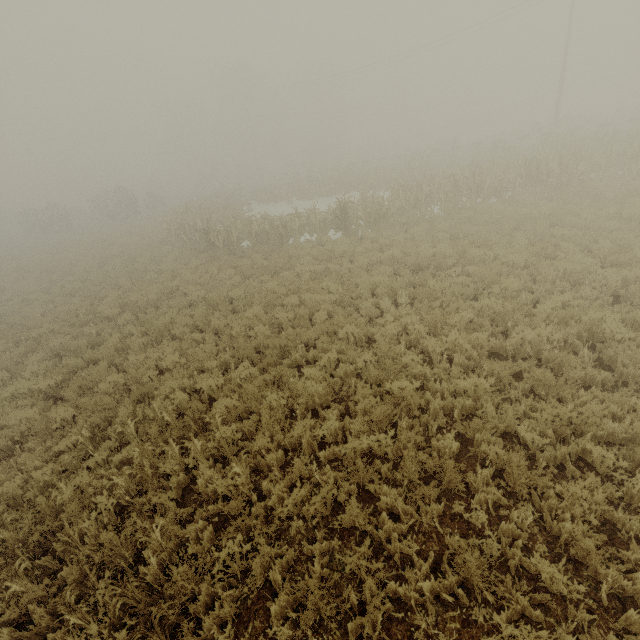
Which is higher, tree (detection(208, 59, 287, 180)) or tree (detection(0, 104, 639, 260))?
tree (detection(208, 59, 287, 180))

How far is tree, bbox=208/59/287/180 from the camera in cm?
5244

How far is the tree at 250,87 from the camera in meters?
52.4

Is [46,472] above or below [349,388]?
above

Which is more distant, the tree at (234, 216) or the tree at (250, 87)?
the tree at (250, 87)

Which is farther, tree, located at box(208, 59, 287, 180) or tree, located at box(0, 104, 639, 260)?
tree, located at box(208, 59, 287, 180)
